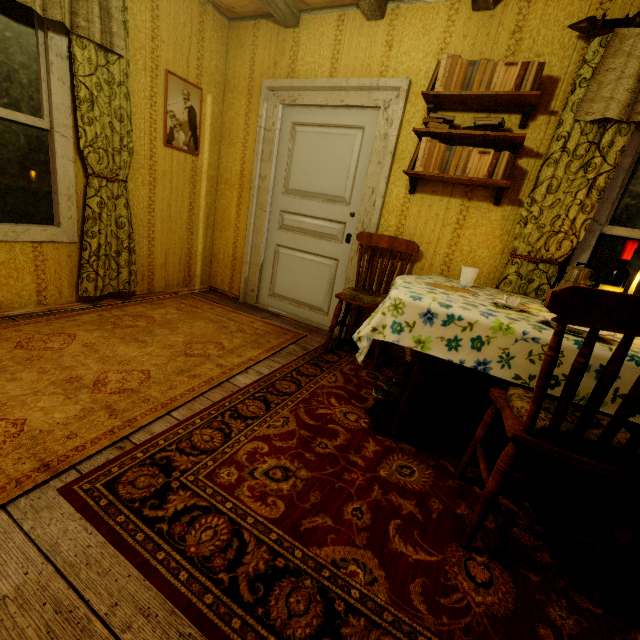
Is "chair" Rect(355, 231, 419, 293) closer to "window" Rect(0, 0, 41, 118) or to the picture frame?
the picture frame

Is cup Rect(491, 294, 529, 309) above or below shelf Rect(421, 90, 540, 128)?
below

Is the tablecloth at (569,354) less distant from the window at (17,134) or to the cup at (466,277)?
the cup at (466,277)

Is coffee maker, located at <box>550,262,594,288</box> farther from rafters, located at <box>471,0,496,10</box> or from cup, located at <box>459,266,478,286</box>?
rafters, located at <box>471,0,496,10</box>

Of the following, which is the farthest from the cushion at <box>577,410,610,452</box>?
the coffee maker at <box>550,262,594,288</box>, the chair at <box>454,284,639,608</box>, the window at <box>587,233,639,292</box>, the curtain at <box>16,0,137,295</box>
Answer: the curtain at <box>16,0,137,295</box>

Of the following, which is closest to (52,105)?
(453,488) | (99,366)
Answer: (99,366)

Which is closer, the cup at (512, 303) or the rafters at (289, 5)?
the cup at (512, 303)

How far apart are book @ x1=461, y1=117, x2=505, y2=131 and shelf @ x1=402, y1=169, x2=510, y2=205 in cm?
32
